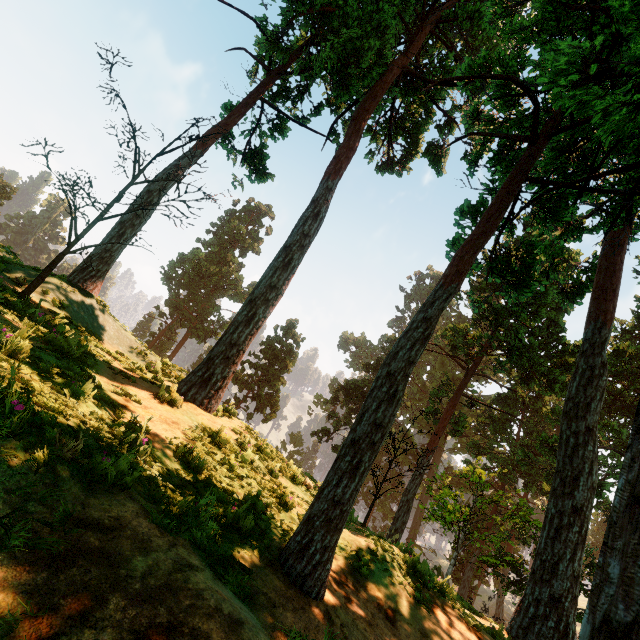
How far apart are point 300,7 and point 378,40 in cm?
437

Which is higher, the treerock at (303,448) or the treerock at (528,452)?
the treerock at (528,452)

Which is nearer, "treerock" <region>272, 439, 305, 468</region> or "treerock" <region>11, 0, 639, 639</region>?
"treerock" <region>11, 0, 639, 639</region>

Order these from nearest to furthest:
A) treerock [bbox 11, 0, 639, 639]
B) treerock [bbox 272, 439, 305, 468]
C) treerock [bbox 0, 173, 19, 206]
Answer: treerock [bbox 11, 0, 639, 639] → treerock [bbox 272, 439, 305, 468] → treerock [bbox 0, 173, 19, 206]

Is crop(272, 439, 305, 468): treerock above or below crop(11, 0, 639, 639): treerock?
below

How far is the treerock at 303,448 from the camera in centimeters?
1377cm

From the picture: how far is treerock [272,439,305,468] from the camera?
13.77m
